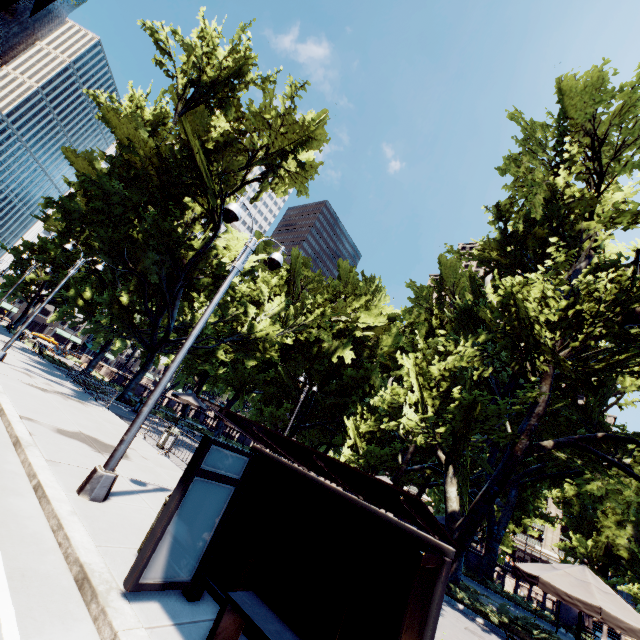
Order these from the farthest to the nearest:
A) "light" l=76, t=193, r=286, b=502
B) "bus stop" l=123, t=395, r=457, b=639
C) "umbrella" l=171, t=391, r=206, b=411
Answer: "umbrella" l=171, t=391, r=206, b=411 → "light" l=76, t=193, r=286, b=502 → "bus stop" l=123, t=395, r=457, b=639

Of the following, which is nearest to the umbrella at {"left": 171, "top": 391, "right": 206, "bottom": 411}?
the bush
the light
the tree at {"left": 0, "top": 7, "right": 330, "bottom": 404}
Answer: the tree at {"left": 0, "top": 7, "right": 330, "bottom": 404}

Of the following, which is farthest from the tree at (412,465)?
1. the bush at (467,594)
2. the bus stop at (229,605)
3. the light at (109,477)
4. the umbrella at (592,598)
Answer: the bus stop at (229,605)

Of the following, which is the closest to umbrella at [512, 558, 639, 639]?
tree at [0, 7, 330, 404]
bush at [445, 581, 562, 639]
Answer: bush at [445, 581, 562, 639]

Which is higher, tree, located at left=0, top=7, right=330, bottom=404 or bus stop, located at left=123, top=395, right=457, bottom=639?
tree, located at left=0, top=7, right=330, bottom=404

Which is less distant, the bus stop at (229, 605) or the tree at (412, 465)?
the bus stop at (229, 605)

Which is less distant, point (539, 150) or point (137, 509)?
point (137, 509)

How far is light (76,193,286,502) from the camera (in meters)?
6.32
